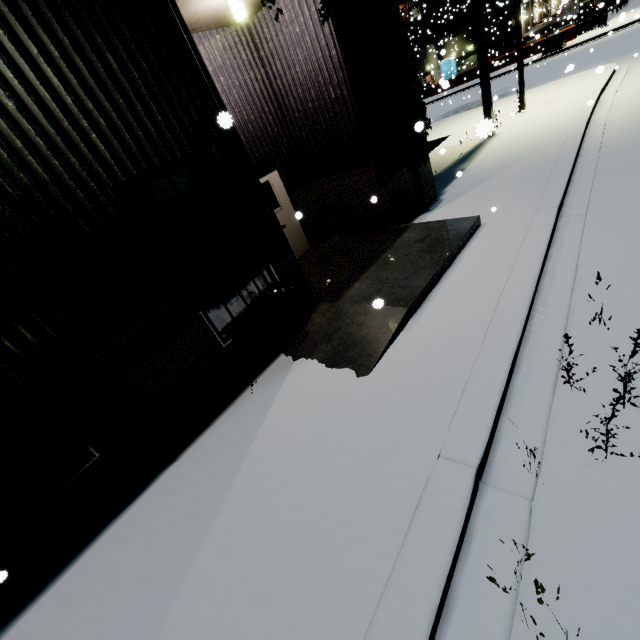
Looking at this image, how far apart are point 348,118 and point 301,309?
4.2m

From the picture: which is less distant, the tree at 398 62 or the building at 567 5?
the tree at 398 62

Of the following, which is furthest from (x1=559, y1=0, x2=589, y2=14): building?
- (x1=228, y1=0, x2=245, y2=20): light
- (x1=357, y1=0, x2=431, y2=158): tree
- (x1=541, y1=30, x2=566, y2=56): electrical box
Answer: (x1=541, y1=30, x2=566, y2=56): electrical box

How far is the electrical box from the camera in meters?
25.4 m

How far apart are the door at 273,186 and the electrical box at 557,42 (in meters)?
32.22

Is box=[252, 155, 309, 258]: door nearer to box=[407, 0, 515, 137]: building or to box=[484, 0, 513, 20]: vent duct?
box=[407, 0, 515, 137]: building

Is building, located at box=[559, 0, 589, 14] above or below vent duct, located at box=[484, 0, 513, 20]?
below

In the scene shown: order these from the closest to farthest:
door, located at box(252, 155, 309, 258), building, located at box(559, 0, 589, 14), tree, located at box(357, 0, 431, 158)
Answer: tree, located at box(357, 0, 431, 158) → door, located at box(252, 155, 309, 258) → building, located at box(559, 0, 589, 14)
